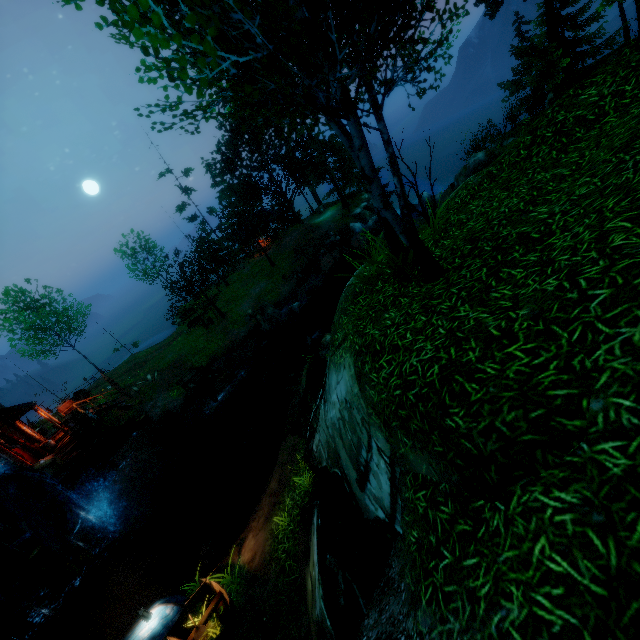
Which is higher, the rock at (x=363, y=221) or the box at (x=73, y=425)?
the box at (x=73, y=425)

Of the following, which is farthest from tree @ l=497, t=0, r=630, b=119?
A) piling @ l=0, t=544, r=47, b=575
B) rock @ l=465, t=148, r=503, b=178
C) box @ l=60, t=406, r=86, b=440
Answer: piling @ l=0, t=544, r=47, b=575

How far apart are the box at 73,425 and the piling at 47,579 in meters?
6.9

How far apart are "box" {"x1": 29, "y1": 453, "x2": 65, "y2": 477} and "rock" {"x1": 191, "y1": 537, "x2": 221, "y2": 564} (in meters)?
10.42

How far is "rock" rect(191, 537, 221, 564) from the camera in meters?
11.4 m

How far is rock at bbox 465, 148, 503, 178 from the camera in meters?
20.8 m

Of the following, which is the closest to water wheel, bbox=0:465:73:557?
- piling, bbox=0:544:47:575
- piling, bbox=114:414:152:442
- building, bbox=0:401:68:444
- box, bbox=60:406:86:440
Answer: piling, bbox=0:544:47:575

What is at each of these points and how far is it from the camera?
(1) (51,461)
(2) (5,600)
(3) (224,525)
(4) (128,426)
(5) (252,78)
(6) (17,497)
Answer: (1) box, 17.05m
(2) water wheel, 13.76m
(3) rock, 12.27m
(4) piling, 22.44m
(5) tree, 5.37m
(6) water wheel, 14.12m
